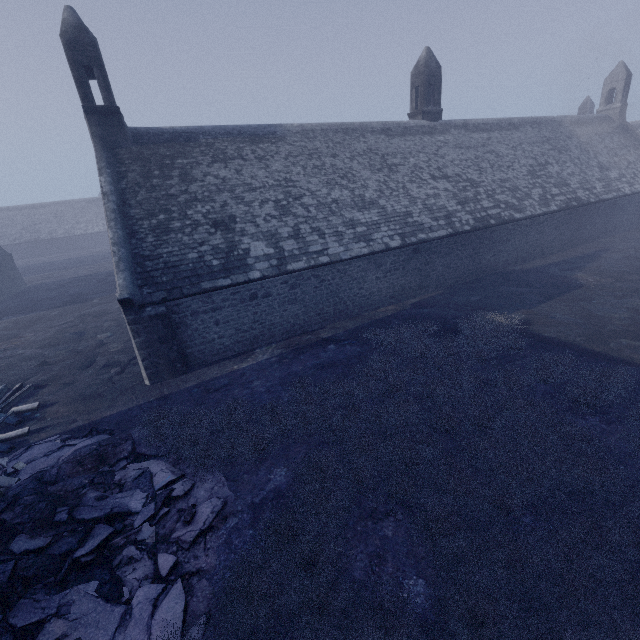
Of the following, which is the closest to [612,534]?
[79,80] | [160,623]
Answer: [160,623]
